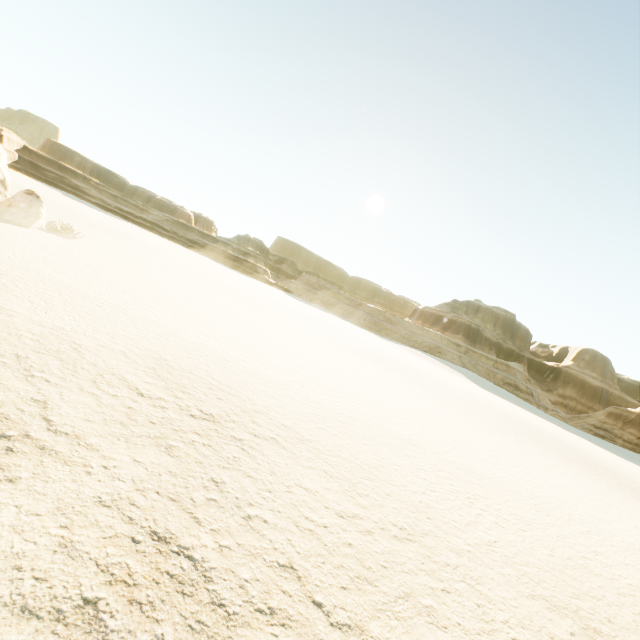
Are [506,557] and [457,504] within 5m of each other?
yes
